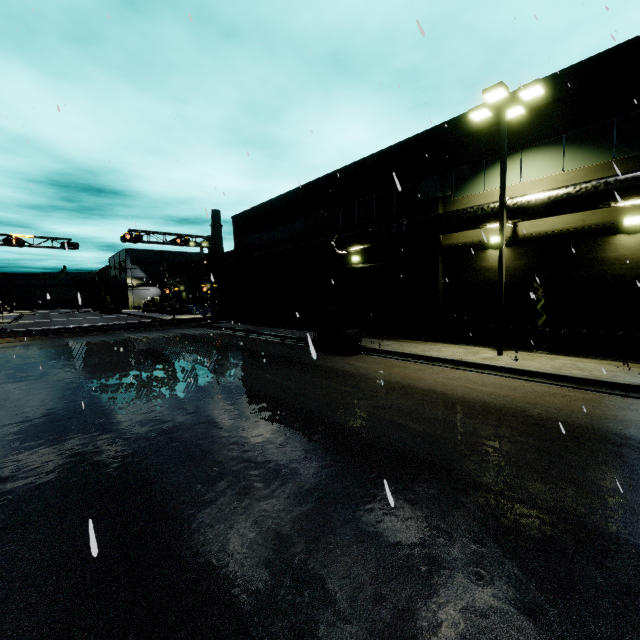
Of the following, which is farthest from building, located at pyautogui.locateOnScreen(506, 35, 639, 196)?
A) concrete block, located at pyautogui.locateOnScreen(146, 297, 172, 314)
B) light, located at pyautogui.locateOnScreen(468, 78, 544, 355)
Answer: light, located at pyautogui.locateOnScreen(468, 78, 544, 355)

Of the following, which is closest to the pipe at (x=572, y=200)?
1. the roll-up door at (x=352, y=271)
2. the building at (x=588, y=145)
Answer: the building at (x=588, y=145)

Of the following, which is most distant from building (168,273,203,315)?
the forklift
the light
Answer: the forklift

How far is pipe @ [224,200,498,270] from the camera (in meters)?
13.83

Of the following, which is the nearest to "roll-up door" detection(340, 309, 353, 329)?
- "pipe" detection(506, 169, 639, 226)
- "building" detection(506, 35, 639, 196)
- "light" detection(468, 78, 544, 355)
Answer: "building" detection(506, 35, 639, 196)

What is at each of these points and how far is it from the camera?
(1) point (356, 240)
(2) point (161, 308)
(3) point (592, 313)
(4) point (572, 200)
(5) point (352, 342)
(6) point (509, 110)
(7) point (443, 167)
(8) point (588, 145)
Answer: (1) pipe, 19.03m
(2) concrete block, 56.03m
(3) building, 12.37m
(4) pipe, 11.32m
(5) forklift, 15.00m
(6) light, 12.62m
(7) building, 16.22m
(8) building, 12.08m

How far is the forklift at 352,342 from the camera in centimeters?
1504cm

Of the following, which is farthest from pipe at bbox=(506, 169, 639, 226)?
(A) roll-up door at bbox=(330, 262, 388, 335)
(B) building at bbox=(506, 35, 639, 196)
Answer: (A) roll-up door at bbox=(330, 262, 388, 335)
